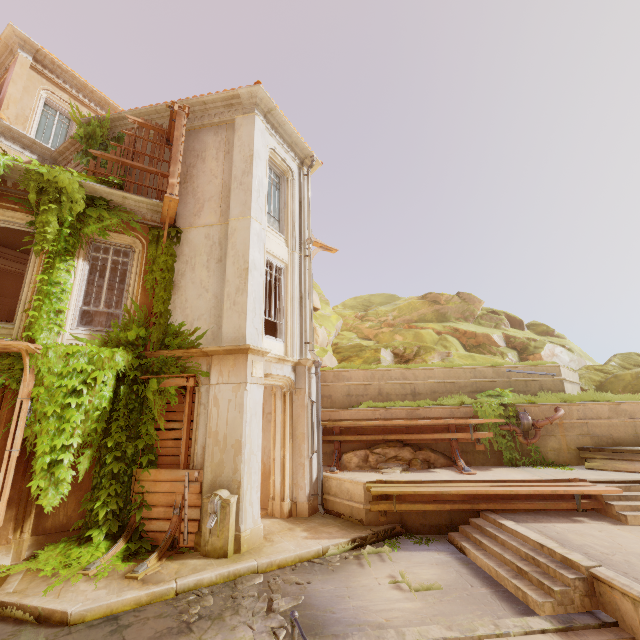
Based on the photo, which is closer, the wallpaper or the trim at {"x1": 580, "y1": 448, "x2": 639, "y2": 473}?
the trim at {"x1": 580, "y1": 448, "x2": 639, "y2": 473}

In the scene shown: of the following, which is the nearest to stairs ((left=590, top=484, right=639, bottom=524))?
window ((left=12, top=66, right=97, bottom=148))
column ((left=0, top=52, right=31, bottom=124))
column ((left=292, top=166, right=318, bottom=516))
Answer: column ((left=292, top=166, right=318, bottom=516))

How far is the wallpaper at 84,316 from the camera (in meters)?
14.82

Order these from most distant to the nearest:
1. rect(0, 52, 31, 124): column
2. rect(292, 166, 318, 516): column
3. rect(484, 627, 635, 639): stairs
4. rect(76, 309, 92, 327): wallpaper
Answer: rect(76, 309, 92, 327): wallpaper
rect(0, 52, 31, 124): column
rect(292, 166, 318, 516): column
rect(484, 627, 635, 639): stairs

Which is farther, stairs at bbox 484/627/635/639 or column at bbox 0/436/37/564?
column at bbox 0/436/37/564

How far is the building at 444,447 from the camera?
11.0 meters

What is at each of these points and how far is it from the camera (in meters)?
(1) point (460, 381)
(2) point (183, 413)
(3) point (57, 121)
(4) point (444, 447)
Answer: (1) building, 12.86
(2) wood, 8.25
(3) window, 13.55
(4) building, 11.09

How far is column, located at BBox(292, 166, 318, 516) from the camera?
9.4 meters
